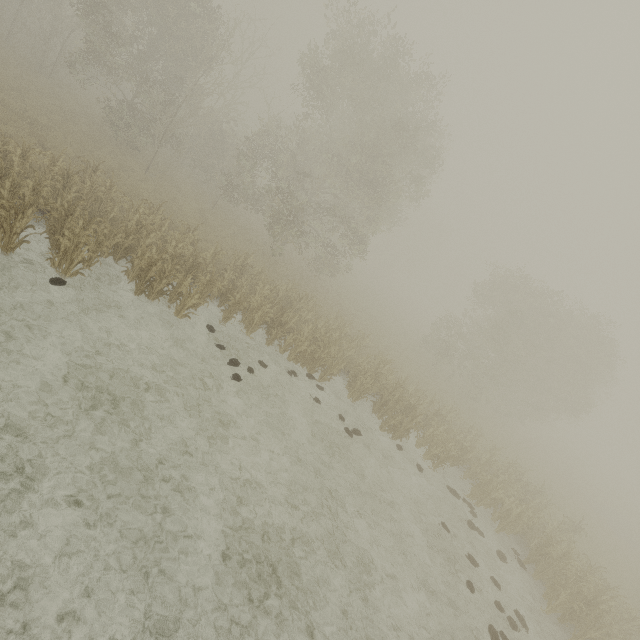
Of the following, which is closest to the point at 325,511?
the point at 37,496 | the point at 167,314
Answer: the point at 37,496
